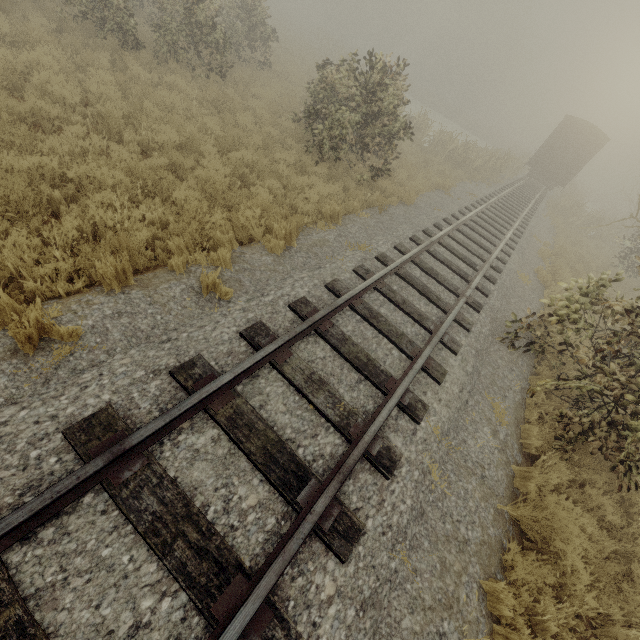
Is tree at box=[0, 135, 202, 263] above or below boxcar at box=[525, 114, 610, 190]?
below

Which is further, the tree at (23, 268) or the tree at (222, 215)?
the tree at (222, 215)

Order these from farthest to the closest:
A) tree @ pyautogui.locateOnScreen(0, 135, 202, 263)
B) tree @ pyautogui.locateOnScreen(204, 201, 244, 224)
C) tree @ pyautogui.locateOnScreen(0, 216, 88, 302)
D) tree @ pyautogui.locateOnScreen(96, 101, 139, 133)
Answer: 1. tree @ pyautogui.locateOnScreen(96, 101, 139, 133)
2. tree @ pyautogui.locateOnScreen(204, 201, 244, 224)
3. tree @ pyautogui.locateOnScreen(0, 135, 202, 263)
4. tree @ pyautogui.locateOnScreen(0, 216, 88, 302)

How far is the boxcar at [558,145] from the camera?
22.62m

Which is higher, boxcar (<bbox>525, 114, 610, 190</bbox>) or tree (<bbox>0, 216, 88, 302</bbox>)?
boxcar (<bbox>525, 114, 610, 190</bbox>)

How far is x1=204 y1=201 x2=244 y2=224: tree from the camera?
5.85m

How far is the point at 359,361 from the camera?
4.61m
